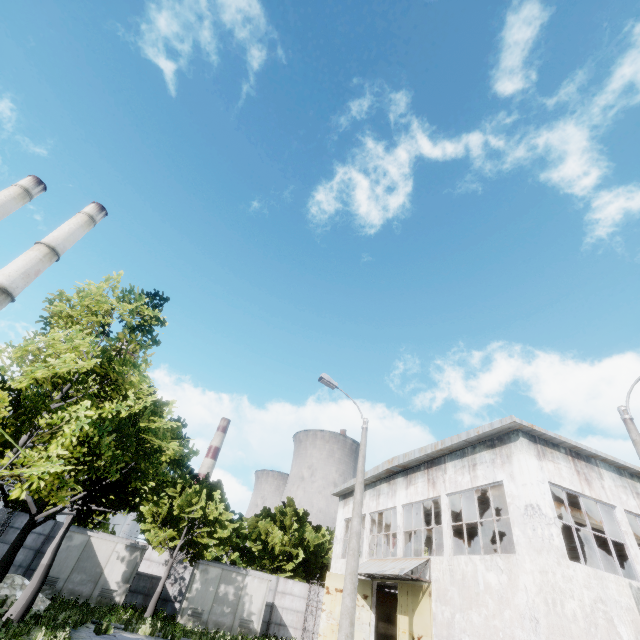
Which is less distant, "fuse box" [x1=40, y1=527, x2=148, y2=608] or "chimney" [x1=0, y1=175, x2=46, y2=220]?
"fuse box" [x1=40, y1=527, x2=148, y2=608]

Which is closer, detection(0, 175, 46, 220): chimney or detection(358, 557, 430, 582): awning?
detection(358, 557, 430, 582): awning

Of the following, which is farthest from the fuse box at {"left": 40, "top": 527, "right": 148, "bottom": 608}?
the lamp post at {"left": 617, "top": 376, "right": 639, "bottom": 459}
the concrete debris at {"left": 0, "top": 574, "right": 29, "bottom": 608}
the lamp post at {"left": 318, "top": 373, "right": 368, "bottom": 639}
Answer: the lamp post at {"left": 617, "top": 376, "right": 639, "bottom": 459}

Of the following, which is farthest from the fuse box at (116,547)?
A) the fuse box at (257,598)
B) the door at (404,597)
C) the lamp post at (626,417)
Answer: the lamp post at (626,417)

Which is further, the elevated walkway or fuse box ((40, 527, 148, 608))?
fuse box ((40, 527, 148, 608))

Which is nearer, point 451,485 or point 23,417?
point 23,417

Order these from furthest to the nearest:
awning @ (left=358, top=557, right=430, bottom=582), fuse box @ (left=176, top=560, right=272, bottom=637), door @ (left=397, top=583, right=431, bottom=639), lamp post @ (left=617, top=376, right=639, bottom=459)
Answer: fuse box @ (left=176, top=560, right=272, bottom=637), awning @ (left=358, top=557, right=430, bottom=582), door @ (left=397, top=583, right=431, bottom=639), lamp post @ (left=617, top=376, right=639, bottom=459)

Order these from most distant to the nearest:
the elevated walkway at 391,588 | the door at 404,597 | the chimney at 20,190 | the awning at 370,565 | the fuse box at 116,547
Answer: the chimney at 20,190, the fuse box at 116,547, the elevated walkway at 391,588, the awning at 370,565, the door at 404,597
